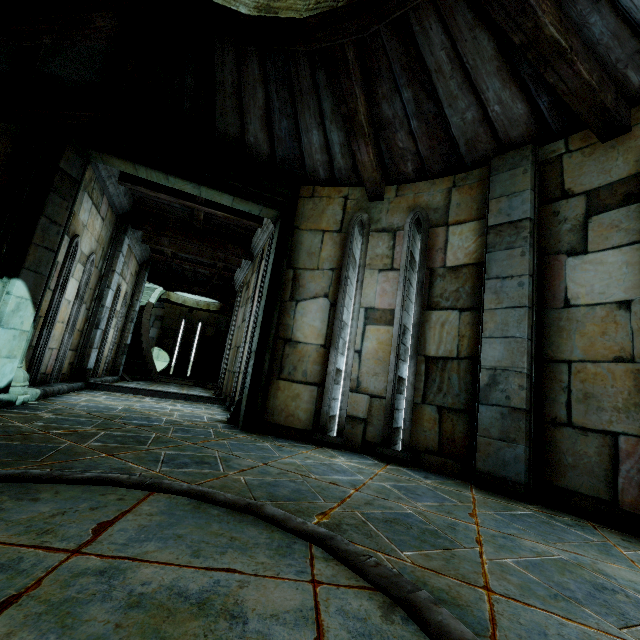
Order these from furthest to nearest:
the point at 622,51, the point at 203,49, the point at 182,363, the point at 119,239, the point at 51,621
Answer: the point at 182,363 < the point at 119,239 < the point at 203,49 < the point at 622,51 < the point at 51,621

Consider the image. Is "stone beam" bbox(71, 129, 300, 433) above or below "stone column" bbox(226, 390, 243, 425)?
above

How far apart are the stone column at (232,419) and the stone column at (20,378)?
2.65m

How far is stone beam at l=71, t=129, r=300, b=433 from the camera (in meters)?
4.66

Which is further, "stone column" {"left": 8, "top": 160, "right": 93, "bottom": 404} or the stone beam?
the stone beam

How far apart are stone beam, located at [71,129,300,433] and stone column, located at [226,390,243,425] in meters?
0.0 m

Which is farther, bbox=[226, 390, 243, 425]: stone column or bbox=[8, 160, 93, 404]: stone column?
bbox=[226, 390, 243, 425]: stone column

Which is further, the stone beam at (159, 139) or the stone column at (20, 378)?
the stone beam at (159, 139)
